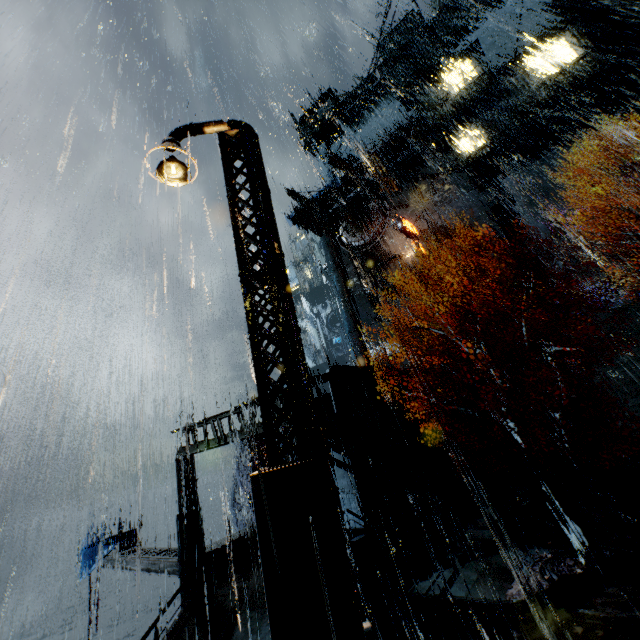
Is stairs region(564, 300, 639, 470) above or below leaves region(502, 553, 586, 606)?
above

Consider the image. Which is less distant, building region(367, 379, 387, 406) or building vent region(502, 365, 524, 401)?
building region(367, 379, 387, 406)

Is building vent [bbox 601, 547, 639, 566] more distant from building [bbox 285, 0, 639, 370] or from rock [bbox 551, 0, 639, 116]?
rock [bbox 551, 0, 639, 116]

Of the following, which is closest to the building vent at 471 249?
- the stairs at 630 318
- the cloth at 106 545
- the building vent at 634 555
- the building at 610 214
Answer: the building at 610 214

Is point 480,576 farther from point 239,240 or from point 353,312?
point 353,312

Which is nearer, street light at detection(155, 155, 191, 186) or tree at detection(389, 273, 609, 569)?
street light at detection(155, 155, 191, 186)

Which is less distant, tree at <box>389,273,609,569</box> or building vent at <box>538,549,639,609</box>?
building vent at <box>538,549,639,609</box>

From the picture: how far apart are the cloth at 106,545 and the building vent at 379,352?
27.8m
